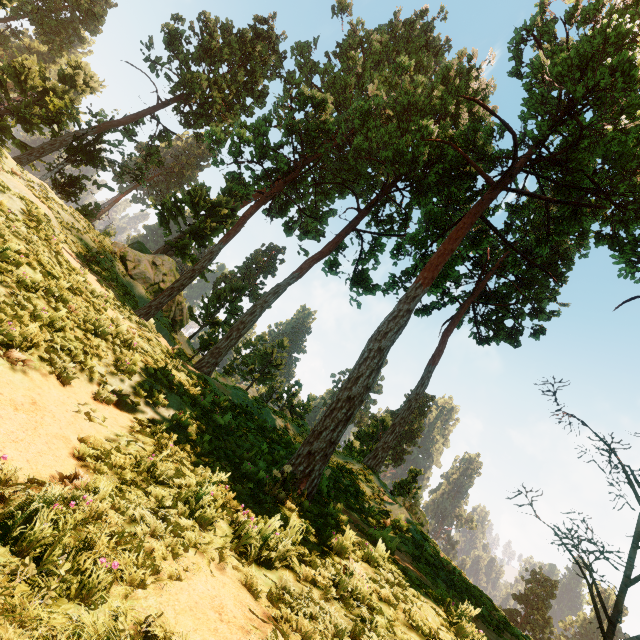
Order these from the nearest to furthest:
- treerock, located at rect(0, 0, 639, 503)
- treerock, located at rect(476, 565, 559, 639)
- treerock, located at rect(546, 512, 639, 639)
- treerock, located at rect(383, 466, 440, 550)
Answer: treerock, located at rect(546, 512, 639, 639), treerock, located at rect(0, 0, 639, 503), treerock, located at rect(383, 466, 440, 550), treerock, located at rect(476, 565, 559, 639)

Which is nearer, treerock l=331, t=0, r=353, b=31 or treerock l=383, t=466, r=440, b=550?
treerock l=383, t=466, r=440, b=550

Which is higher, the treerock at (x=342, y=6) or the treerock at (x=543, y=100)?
the treerock at (x=342, y=6)

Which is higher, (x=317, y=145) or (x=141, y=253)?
(x=317, y=145)

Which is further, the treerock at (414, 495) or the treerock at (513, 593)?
the treerock at (513, 593)

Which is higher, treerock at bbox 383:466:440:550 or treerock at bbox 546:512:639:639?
treerock at bbox 383:466:440:550

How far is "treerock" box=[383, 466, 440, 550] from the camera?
13.1m
